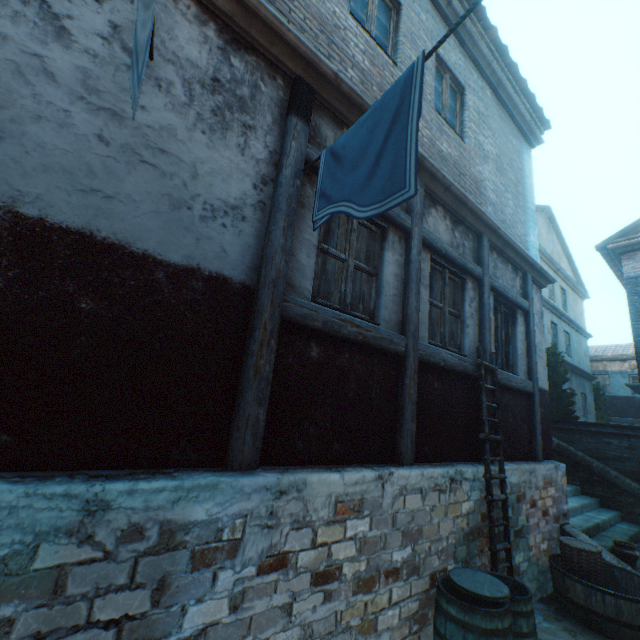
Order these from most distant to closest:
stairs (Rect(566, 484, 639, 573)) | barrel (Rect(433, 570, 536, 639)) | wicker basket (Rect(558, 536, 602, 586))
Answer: stairs (Rect(566, 484, 639, 573)), wicker basket (Rect(558, 536, 602, 586)), barrel (Rect(433, 570, 536, 639))

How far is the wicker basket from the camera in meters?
4.8 m

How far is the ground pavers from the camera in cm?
442

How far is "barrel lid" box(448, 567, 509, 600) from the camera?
3.0 meters

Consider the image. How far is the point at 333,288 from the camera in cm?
348

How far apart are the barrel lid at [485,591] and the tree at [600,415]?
20.7 meters

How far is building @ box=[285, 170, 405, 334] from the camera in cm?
314

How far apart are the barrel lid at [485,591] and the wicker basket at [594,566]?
2.8 meters
